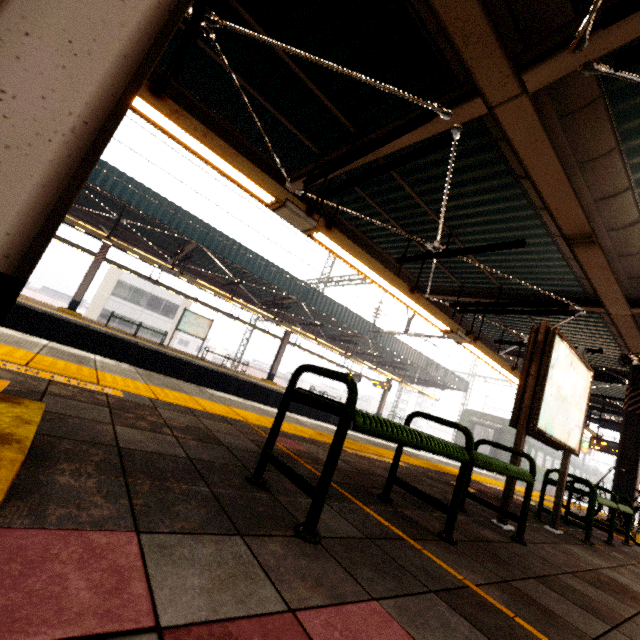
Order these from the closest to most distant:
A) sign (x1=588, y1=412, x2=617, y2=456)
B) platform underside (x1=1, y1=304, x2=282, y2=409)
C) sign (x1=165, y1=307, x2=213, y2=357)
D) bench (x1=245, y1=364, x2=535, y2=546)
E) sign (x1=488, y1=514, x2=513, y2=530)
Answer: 1. bench (x1=245, y1=364, x2=535, y2=546)
2. sign (x1=488, y1=514, x2=513, y2=530)
3. platform underside (x1=1, y1=304, x2=282, y2=409)
4. sign (x1=588, y1=412, x2=617, y2=456)
5. sign (x1=165, y1=307, x2=213, y2=357)

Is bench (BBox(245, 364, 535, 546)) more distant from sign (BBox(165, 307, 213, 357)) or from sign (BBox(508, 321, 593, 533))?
sign (BBox(165, 307, 213, 357))

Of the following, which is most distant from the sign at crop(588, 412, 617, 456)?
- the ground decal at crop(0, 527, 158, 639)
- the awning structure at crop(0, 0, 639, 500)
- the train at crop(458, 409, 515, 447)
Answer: the ground decal at crop(0, 527, 158, 639)

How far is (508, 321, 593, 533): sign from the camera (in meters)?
3.23

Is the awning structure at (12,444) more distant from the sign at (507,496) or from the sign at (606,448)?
the sign at (507,496)

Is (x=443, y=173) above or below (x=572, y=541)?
above

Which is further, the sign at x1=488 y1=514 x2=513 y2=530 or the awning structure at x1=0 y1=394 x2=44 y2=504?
the sign at x1=488 y1=514 x2=513 y2=530

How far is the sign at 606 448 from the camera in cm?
1223
